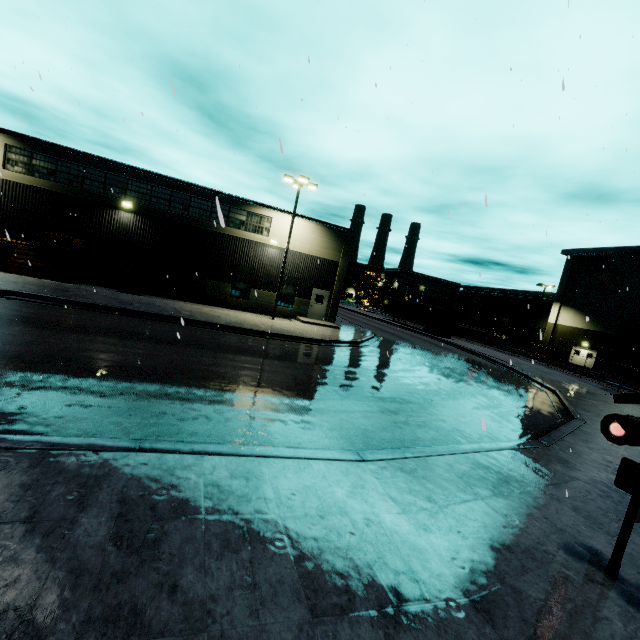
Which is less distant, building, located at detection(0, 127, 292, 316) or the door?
building, located at detection(0, 127, 292, 316)

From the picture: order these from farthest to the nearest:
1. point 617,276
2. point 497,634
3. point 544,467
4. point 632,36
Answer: point 617,276, point 632,36, point 544,467, point 497,634

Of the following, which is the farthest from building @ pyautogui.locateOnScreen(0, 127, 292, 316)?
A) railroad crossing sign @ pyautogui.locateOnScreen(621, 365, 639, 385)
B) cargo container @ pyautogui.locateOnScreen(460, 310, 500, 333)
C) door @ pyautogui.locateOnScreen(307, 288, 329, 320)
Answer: railroad crossing sign @ pyautogui.locateOnScreen(621, 365, 639, 385)

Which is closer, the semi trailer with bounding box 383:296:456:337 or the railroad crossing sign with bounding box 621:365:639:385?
the railroad crossing sign with bounding box 621:365:639:385

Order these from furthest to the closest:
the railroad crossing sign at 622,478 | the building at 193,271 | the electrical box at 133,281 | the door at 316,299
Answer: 1. the door at 316,299
2. the electrical box at 133,281
3. the building at 193,271
4. the railroad crossing sign at 622,478

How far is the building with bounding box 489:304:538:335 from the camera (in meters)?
51.95

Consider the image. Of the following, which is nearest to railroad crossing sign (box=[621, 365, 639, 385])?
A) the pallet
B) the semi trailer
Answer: the semi trailer

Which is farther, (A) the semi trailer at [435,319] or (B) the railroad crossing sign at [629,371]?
(A) the semi trailer at [435,319]
